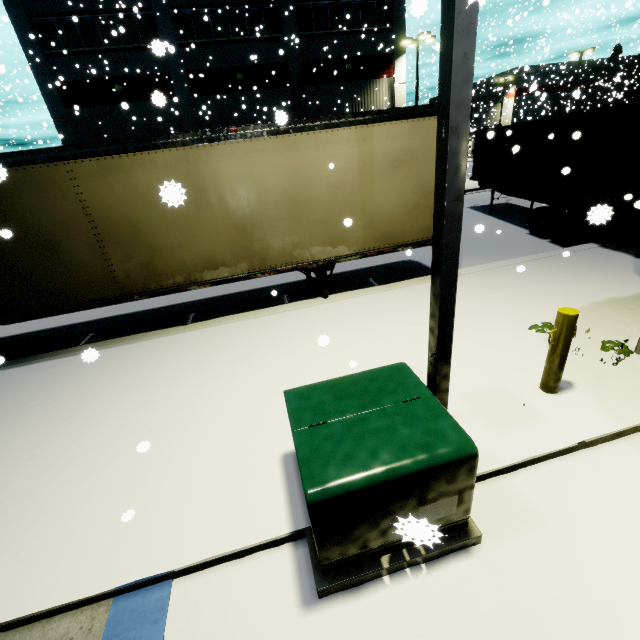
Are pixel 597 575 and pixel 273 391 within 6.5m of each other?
yes

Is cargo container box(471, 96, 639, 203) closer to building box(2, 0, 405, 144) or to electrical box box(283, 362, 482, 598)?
building box(2, 0, 405, 144)

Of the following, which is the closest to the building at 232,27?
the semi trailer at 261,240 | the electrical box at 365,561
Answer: the semi trailer at 261,240

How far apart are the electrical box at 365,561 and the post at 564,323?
1.8 meters

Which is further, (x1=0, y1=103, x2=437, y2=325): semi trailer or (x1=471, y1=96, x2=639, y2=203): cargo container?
(x1=471, y1=96, x2=639, y2=203): cargo container

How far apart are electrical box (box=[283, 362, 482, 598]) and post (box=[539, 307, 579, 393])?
1.83m

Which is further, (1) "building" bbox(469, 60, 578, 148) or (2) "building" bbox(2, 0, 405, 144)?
(1) "building" bbox(469, 60, 578, 148)

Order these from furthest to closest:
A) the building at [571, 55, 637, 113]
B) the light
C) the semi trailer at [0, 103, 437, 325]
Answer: the building at [571, 55, 637, 113]
the semi trailer at [0, 103, 437, 325]
the light
